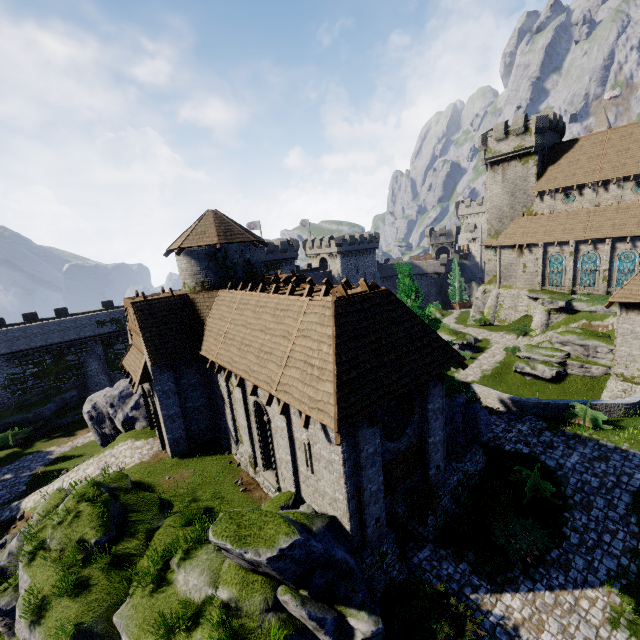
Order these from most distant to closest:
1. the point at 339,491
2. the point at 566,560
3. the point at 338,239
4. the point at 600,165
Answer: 1. the point at 338,239
2. the point at 600,165
3. the point at 566,560
4. the point at 339,491

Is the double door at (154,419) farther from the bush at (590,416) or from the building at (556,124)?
the building at (556,124)

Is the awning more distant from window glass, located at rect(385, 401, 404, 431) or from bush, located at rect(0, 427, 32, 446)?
bush, located at rect(0, 427, 32, 446)

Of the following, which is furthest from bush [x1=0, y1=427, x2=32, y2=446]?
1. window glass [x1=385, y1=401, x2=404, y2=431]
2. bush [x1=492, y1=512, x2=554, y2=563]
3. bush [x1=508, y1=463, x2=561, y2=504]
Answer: bush [x1=508, y1=463, x2=561, y2=504]

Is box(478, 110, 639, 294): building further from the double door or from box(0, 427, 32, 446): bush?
box(0, 427, 32, 446): bush

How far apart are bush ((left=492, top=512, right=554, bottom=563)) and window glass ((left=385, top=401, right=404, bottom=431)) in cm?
605

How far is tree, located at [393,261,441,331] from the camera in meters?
16.6 m

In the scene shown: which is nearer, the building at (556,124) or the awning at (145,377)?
the awning at (145,377)
